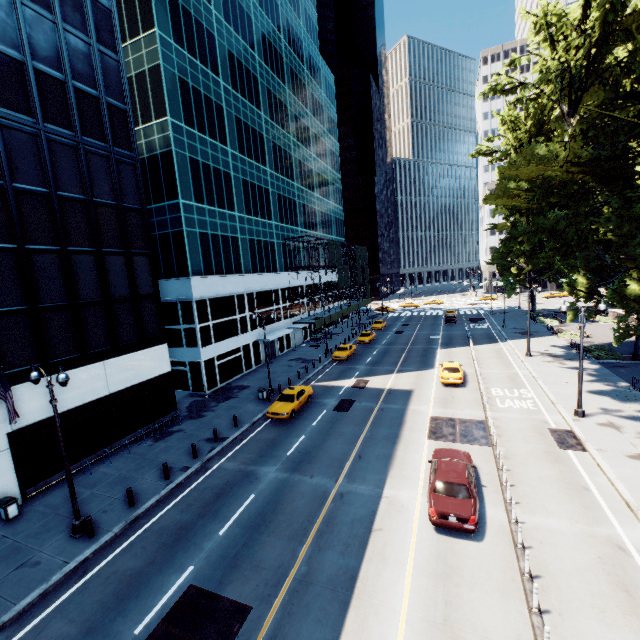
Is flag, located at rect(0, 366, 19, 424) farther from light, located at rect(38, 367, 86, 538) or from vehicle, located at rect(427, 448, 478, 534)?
vehicle, located at rect(427, 448, 478, 534)

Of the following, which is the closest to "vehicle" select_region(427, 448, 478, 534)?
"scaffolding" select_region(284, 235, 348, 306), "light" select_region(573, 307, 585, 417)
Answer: "light" select_region(573, 307, 585, 417)

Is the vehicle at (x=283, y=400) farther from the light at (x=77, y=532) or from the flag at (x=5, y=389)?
the flag at (x=5, y=389)

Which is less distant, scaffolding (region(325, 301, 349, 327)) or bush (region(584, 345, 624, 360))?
bush (region(584, 345, 624, 360))

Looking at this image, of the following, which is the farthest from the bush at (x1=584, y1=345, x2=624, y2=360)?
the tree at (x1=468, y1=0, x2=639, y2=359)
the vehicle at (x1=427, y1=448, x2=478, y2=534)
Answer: the vehicle at (x1=427, y1=448, x2=478, y2=534)

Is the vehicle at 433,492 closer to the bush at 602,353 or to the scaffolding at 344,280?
the bush at 602,353

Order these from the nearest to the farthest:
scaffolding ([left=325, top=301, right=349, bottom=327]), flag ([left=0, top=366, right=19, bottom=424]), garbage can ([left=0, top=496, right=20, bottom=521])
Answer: flag ([left=0, top=366, right=19, bottom=424]) < garbage can ([left=0, top=496, right=20, bottom=521]) < scaffolding ([left=325, top=301, right=349, bottom=327])

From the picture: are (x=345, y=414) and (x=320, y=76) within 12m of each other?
no
